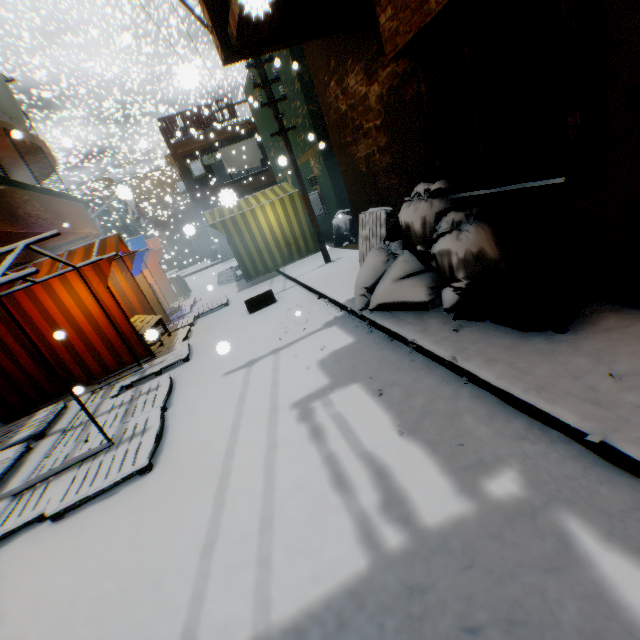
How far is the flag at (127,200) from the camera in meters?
3.2 m

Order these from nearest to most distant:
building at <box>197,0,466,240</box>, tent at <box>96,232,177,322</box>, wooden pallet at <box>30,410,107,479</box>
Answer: building at <box>197,0,466,240</box> < wooden pallet at <box>30,410,107,479</box> < tent at <box>96,232,177,322</box>

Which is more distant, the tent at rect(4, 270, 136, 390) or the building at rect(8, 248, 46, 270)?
the building at rect(8, 248, 46, 270)

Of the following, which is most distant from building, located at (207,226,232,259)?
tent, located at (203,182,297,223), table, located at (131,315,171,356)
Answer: table, located at (131,315,171,356)

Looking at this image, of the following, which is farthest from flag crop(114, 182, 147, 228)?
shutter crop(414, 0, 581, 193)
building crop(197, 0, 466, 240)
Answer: shutter crop(414, 0, 581, 193)

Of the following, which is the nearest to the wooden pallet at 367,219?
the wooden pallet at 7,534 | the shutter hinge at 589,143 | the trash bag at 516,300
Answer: the trash bag at 516,300

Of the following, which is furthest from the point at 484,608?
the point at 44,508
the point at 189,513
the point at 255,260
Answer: the point at 255,260
